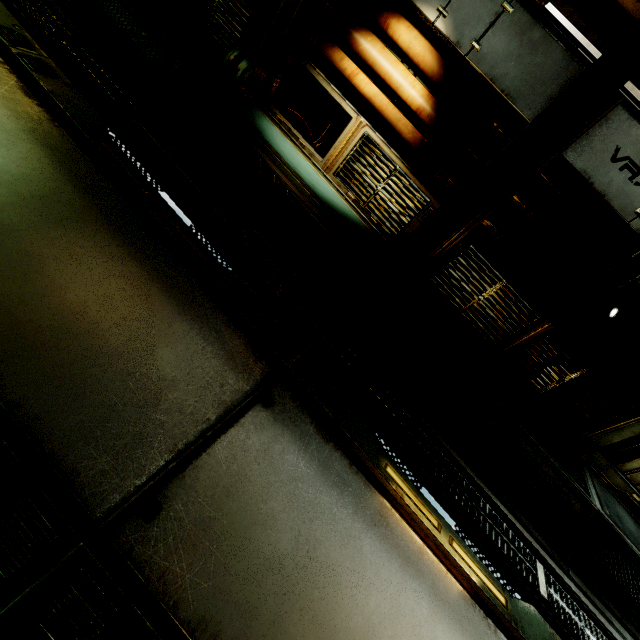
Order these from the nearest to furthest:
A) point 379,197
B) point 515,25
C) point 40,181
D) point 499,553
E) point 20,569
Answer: point 20,569, point 40,181, point 499,553, point 515,25, point 379,197

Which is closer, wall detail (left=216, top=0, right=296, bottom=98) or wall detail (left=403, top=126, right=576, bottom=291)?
wall detail (left=403, top=126, right=576, bottom=291)

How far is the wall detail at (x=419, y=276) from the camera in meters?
3.2

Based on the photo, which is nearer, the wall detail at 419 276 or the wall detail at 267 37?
Answer: the wall detail at 419 276

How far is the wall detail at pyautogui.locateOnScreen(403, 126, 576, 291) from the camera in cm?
322
